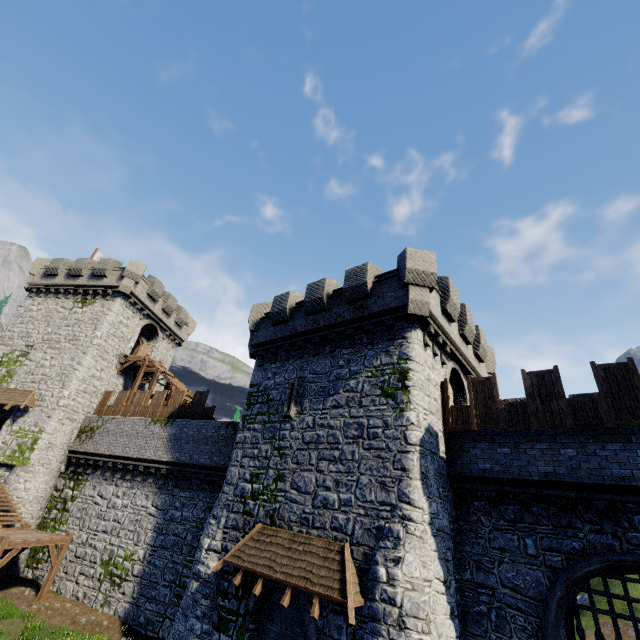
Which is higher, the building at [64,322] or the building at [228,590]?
the building at [64,322]

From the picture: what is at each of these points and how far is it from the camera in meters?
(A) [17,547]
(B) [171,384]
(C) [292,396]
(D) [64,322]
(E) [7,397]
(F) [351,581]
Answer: (A) stairs, 15.6 m
(B) stairs, 25.0 m
(C) window slit, 15.2 m
(D) building, 27.0 m
(E) awning, 23.2 m
(F) awning, 9.4 m

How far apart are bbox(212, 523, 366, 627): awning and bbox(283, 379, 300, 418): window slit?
4.08m

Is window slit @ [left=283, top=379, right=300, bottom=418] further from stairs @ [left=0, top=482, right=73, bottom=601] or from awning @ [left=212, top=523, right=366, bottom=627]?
stairs @ [left=0, top=482, right=73, bottom=601]

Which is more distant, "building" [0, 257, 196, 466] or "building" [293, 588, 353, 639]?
"building" [0, 257, 196, 466]

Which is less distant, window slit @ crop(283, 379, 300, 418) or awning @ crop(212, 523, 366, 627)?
awning @ crop(212, 523, 366, 627)

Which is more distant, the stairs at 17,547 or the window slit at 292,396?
the stairs at 17,547

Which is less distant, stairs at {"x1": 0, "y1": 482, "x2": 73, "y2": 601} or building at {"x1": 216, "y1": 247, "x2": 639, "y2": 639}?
building at {"x1": 216, "y1": 247, "x2": 639, "y2": 639}
